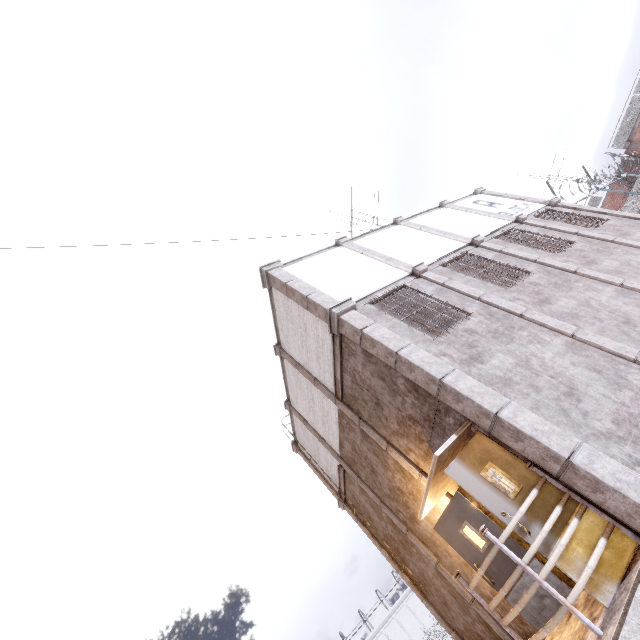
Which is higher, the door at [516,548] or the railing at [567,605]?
the door at [516,548]

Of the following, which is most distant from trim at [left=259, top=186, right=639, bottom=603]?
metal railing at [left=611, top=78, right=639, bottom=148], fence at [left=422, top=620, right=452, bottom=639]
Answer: metal railing at [left=611, top=78, right=639, bottom=148]

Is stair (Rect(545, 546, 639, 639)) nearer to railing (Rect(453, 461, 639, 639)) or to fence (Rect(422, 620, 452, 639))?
railing (Rect(453, 461, 639, 639))

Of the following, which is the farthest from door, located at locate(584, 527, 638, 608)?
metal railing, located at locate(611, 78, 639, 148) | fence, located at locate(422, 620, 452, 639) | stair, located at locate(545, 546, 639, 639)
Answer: metal railing, located at locate(611, 78, 639, 148)

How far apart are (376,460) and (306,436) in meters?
4.8

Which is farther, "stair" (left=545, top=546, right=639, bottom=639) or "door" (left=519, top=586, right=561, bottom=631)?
"door" (left=519, top=586, right=561, bottom=631)

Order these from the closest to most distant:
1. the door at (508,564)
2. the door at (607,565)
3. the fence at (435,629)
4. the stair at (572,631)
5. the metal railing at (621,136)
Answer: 1. the stair at (572,631)
2. the door at (607,565)
3. the door at (508,564)
4. the metal railing at (621,136)
5. the fence at (435,629)

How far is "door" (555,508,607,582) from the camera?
4.03m
